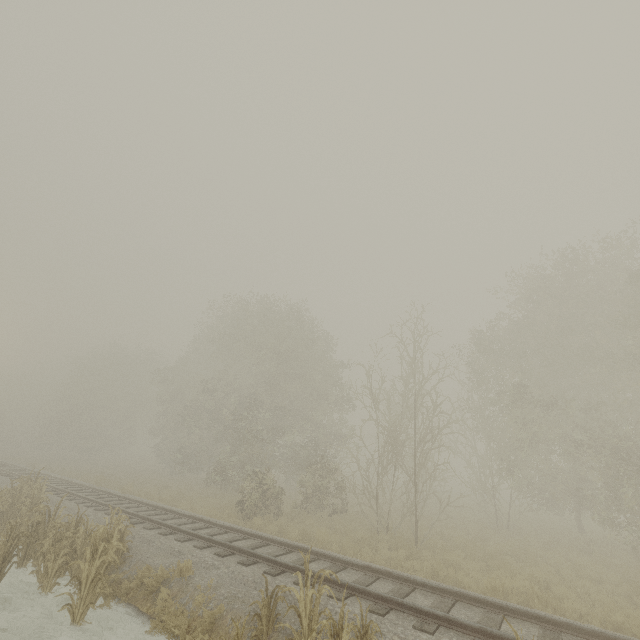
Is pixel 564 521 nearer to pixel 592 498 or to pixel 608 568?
pixel 592 498
